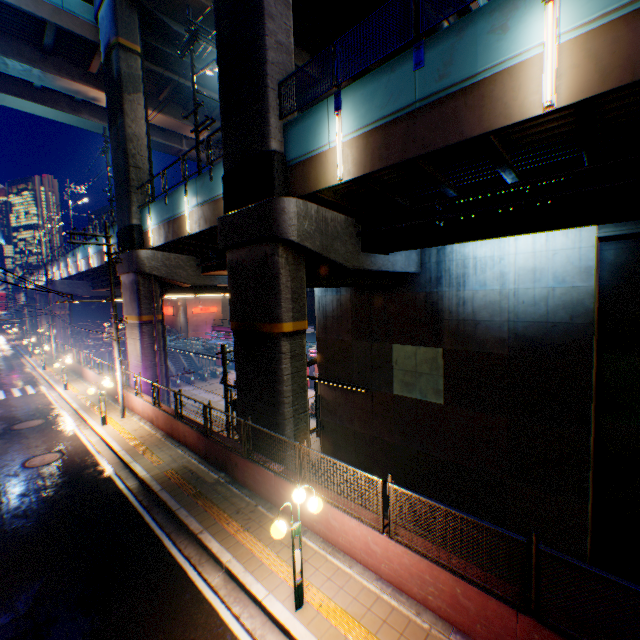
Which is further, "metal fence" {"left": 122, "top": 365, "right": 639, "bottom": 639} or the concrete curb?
the concrete curb

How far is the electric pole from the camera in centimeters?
1542cm

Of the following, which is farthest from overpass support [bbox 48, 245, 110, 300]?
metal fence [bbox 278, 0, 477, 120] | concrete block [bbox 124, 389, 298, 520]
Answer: concrete block [bbox 124, 389, 298, 520]

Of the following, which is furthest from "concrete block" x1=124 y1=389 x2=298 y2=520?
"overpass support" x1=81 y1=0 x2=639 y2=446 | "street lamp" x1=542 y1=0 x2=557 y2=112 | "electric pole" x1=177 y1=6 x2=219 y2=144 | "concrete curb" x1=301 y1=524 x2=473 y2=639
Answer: "electric pole" x1=177 y1=6 x2=219 y2=144

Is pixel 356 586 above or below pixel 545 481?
above

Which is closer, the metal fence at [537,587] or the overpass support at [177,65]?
the metal fence at [537,587]

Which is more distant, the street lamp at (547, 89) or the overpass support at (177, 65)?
the overpass support at (177, 65)

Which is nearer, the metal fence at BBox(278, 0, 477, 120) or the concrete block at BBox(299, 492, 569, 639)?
the concrete block at BBox(299, 492, 569, 639)
